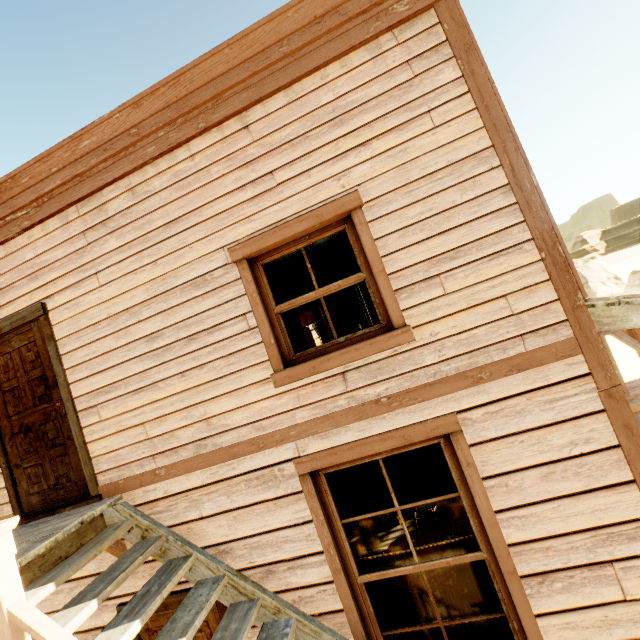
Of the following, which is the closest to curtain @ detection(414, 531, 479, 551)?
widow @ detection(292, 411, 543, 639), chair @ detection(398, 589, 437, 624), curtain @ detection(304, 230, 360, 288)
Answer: widow @ detection(292, 411, 543, 639)

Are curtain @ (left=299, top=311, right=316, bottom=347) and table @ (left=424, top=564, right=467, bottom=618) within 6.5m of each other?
no

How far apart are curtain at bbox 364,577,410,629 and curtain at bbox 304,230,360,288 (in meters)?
2.34

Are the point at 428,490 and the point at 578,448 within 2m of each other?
yes

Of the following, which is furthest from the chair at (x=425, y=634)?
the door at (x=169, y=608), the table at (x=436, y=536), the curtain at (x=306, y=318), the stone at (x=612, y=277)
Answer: the stone at (x=612, y=277)

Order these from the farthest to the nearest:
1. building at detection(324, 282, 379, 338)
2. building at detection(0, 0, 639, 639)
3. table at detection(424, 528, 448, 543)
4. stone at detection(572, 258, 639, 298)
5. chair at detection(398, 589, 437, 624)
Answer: stone at detection(572, 258, 639, 298) → building at detection(324, 282, 379, 338) → table at detection(424, 528, 448, 543) → chair at detection(398, 589, 437, 624) → building at detection(0, 0, 639, 639)

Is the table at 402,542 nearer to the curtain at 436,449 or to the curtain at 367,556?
the curtain at 367,556

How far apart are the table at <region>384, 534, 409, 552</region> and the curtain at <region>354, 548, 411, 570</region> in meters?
0.9
